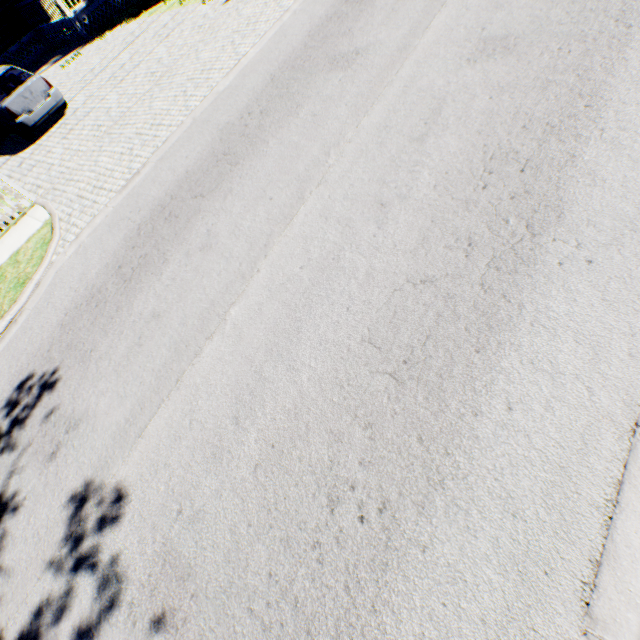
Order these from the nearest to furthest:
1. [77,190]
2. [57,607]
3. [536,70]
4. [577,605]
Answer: [577,605] → [57,607] → [536,70] → [77,190]

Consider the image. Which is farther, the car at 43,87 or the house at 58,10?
the house at 58,10

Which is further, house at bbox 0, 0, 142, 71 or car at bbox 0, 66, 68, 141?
house at bbox 0, 0, 142, 71
